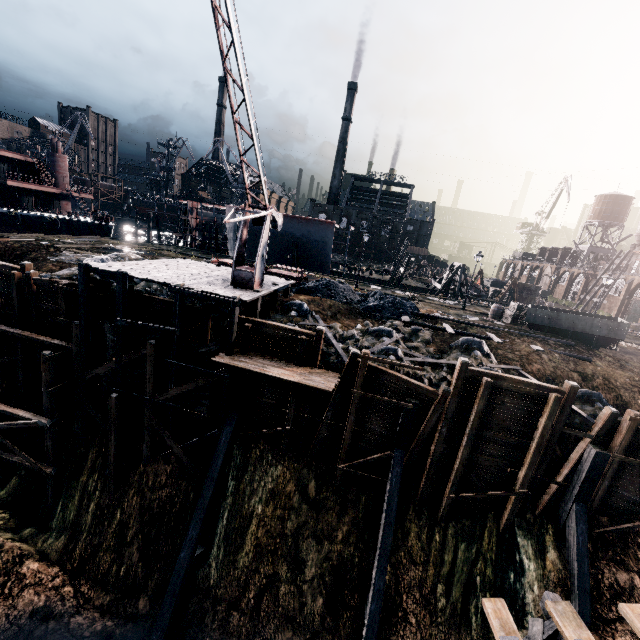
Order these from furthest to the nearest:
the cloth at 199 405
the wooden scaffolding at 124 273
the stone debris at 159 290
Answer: the stone debris at 159 290, the cloth at 199 405, the wooden scaffolding at 124 273

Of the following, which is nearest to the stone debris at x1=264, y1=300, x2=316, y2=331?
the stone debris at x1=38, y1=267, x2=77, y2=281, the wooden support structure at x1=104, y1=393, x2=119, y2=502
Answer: the stone debris at x1=38, y1=267, x2=77, y2=281

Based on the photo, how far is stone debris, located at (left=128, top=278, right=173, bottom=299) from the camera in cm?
1997

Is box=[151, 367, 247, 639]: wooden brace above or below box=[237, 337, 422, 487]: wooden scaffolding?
below

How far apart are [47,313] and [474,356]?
25.0 meters

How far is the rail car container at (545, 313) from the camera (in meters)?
21.14

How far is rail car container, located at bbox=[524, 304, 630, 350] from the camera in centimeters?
2114cm

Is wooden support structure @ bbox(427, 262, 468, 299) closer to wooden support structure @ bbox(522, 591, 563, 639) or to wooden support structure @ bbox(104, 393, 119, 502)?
wooden support structure @ bbox(522, 591, 563, 639)
